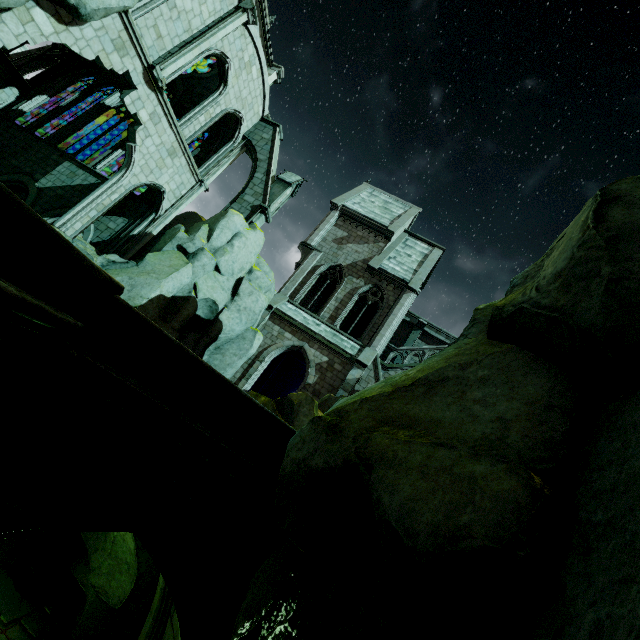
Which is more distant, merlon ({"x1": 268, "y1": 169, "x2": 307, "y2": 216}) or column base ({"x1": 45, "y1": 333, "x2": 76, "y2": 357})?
merlon ({"x1": 268, "y1": 169, "x2": 307, "y2": 216})

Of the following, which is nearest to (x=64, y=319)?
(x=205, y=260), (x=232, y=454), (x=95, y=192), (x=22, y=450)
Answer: (x=22, y=450)

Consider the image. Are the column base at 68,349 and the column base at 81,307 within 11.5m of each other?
yes

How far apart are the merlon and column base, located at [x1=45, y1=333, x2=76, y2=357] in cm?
1495

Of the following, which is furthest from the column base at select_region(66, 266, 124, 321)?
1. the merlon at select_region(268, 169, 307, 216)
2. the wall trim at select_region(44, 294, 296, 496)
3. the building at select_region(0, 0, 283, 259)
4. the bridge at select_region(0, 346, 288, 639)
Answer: the merlon at select_region(268, 169, 307, 216)

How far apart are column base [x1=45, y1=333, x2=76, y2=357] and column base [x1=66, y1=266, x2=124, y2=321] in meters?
0.2 m

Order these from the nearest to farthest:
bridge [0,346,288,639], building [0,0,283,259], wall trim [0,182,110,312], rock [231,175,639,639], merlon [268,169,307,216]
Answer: rock [231,175,639,639], wall trim [0,182,110,312], bridge [0,346,288,639], building [0,0,283,259], merlon [268,169,307,216]

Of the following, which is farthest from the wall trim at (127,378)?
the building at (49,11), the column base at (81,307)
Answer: the building at (49,11)
